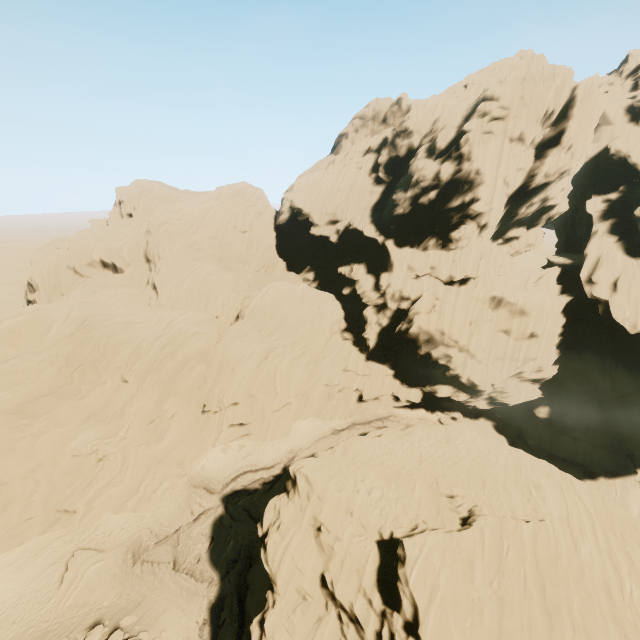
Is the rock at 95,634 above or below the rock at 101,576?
above

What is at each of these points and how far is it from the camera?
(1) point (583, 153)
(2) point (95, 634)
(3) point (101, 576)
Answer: (1) rock, 34.6 meters
(2) rock, 20.1 meters
(3) rock, 23.8 meters

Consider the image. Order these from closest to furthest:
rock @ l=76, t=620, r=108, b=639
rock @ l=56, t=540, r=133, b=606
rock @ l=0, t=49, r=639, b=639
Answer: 1. rock @ l=0, t=49, r=639, b=639
2. rock @ l=76, t=620, r=108, b=639
3. rock @ l=56, t=540, r=133, b=606

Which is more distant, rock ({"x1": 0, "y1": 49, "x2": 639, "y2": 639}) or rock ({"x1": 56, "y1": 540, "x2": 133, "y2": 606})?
rock ({"x1": 56, "y1": 540, "x2": 133, "y2": 606})

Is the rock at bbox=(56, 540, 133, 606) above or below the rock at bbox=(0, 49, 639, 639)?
below
